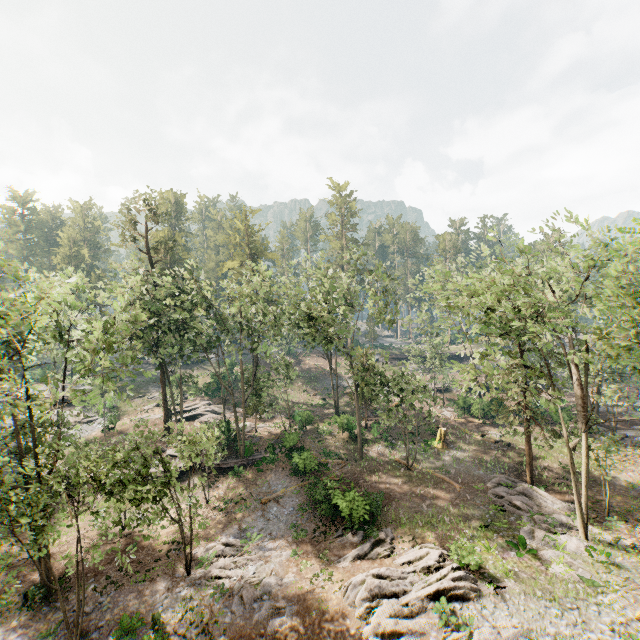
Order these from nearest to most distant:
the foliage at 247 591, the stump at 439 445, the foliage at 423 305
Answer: the foliage at 247 591
the stump at 439 445
the foliage at 423 305

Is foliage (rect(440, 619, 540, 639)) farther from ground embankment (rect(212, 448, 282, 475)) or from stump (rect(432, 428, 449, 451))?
stump (rect(432, 428, 449, 451))

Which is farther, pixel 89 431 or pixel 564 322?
pixel 89 431

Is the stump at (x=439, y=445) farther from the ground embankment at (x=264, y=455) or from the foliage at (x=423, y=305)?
the ground embankment at (x=264, y=455)

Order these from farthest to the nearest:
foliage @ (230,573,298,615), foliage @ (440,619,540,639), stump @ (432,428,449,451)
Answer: stump @ (432,428,449,451) → foliage @ (230,573,298,615) → foliage @ (440,619,540,639)

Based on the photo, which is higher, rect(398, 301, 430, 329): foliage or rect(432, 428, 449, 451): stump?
rect(398, 301, 430, 329): foliage

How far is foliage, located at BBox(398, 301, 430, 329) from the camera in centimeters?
3859cm
